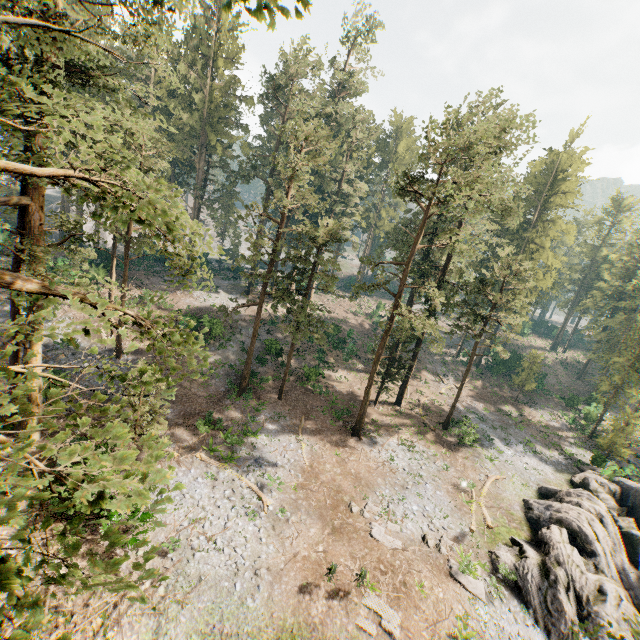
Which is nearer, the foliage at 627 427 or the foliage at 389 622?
the foliage at 389 622

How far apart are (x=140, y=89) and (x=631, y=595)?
72.7m

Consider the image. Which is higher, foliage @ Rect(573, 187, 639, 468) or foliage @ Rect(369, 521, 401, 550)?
foliage @ Rect(573, 187, 639, 468)

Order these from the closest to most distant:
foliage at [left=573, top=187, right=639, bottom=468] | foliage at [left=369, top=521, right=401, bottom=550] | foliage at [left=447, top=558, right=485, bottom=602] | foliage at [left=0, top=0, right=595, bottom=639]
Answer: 1. foliage at [left=0, top=0, right=595, bottom=639]
2. foliage at [left=447, top=558, right=485, bottom=602]
3. foliage at [left=369, top=521, right=401, bottom=550]
4. foliage at [left=573, top=187, right=639, bottom=468]

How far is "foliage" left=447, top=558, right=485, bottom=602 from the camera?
17.8m

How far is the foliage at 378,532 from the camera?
19.0 meters
